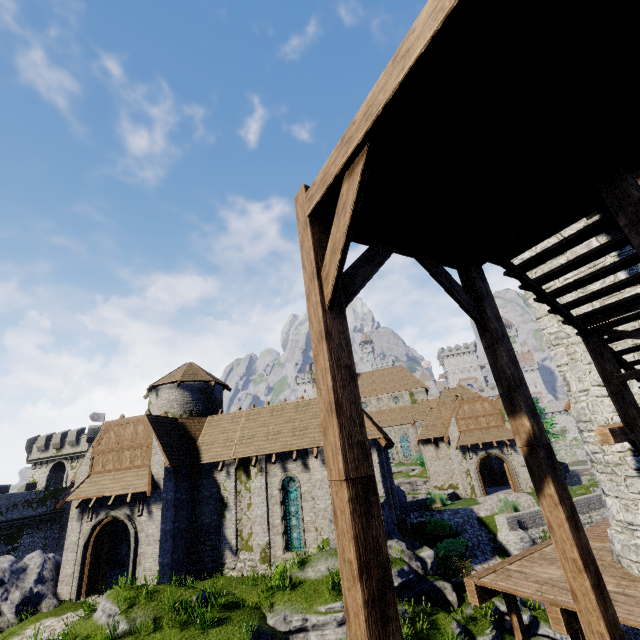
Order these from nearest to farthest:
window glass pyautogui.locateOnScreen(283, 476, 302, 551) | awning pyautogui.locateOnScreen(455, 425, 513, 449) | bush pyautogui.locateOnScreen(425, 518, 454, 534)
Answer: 1. window glass pyautogui.locateOnScreen(283, 476, 302, 551)
2. bush pyautogui.locateOnScreen(425, 518, 454, 534)
3. awning pyautogui.locateOnScreen(455, 425, 513, 449)

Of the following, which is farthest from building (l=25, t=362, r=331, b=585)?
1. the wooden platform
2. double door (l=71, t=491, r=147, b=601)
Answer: the wooden platform

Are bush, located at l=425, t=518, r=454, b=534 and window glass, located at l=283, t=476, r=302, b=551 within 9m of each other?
no

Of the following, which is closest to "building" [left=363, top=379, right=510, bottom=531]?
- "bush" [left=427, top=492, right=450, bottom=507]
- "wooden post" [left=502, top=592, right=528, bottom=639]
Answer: "bush" [left=427, top=492, right=450, bottom=507]

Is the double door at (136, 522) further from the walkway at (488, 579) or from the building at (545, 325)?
the building at (545, 325)

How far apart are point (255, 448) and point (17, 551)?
35.51m

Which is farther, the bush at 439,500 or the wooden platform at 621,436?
the bush at 439,500

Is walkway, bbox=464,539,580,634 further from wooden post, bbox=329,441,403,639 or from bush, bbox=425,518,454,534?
bush, bbox=425,518,454,534
